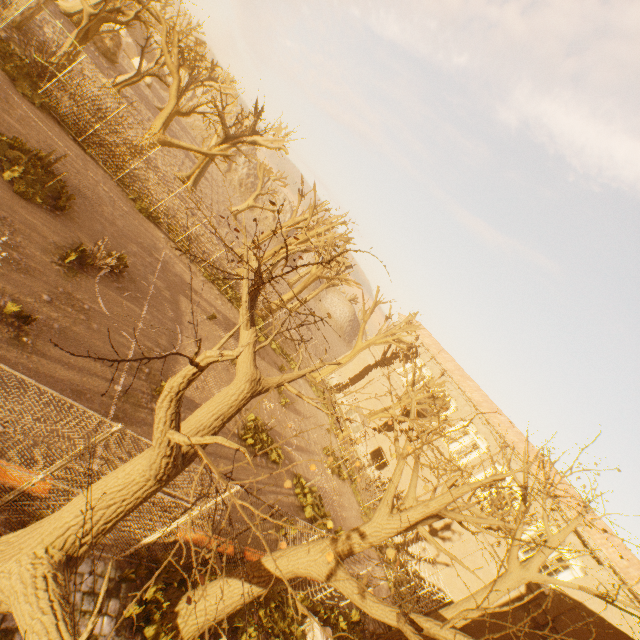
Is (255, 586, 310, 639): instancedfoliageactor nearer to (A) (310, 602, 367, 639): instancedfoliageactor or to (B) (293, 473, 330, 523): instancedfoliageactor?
(A) (310, 602, 367, 639): instancedfoliageactor

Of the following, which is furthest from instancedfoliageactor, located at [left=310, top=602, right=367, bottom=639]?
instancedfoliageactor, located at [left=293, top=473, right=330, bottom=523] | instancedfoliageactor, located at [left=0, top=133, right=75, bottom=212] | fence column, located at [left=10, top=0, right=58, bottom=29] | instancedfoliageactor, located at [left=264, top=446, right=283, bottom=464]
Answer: fence column, located at [left=10, top=0, right=58, bottom=29]

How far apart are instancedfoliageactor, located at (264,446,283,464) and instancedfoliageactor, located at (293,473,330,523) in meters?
1.3 m

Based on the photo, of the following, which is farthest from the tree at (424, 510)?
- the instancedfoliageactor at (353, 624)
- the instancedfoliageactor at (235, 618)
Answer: the instancedfoliageactor at (353, 624)

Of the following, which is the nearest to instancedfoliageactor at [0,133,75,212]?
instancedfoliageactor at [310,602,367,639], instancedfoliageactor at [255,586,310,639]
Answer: instancedfoliageactor at [255,586,310,639]

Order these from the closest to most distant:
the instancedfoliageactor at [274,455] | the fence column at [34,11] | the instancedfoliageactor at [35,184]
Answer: the instancedfoliageactor at [35,184] < the instancedfoliageactor at [274,455] < the fence column at [34,11]

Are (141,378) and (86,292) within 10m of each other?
yes

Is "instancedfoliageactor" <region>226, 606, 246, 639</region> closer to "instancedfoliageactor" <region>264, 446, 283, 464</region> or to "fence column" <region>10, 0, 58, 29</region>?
"instancedfoliageactor" <region>264, 446, 283, 464</region>
